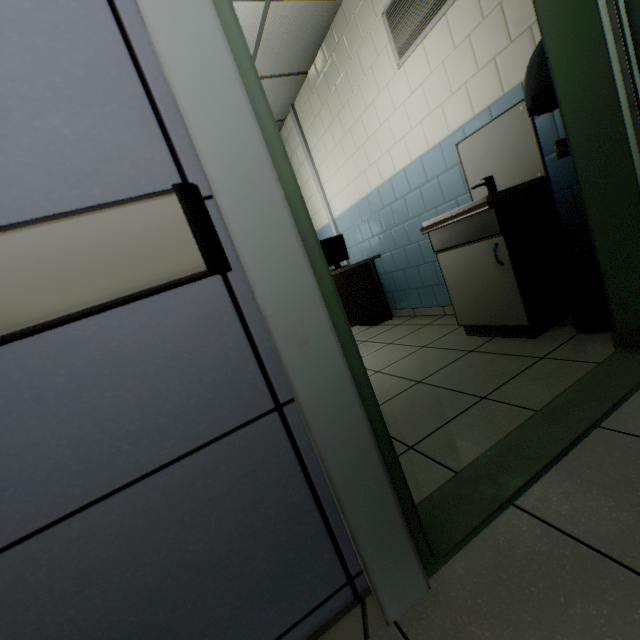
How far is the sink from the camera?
2.0m

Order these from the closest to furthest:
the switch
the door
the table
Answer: the door
the switch
the table

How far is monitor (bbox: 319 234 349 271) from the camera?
4.04m

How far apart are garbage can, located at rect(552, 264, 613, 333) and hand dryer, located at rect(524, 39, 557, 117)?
0.9 meters

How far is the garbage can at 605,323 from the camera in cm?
181

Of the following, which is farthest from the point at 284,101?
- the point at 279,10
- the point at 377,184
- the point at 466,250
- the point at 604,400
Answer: the point at 604,400

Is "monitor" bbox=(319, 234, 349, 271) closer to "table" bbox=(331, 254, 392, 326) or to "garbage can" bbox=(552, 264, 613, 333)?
"table" bbox=(331, 254, 392, 326)

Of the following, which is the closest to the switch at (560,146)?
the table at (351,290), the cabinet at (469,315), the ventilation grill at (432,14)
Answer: the cabinet at (469,315)
